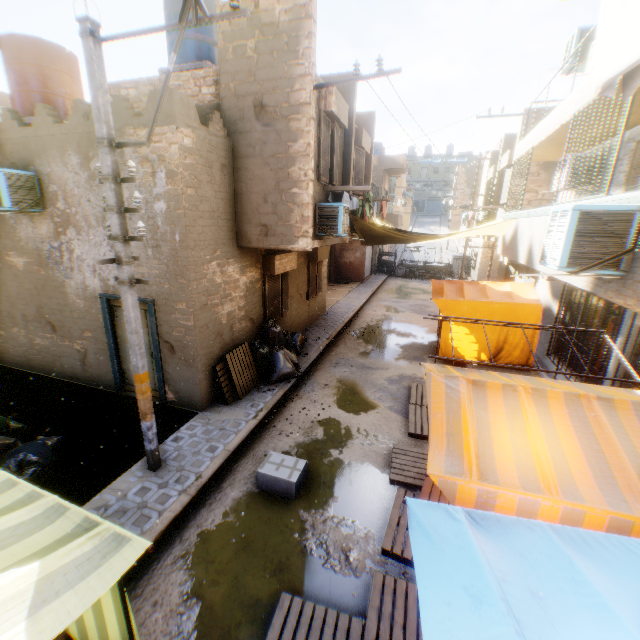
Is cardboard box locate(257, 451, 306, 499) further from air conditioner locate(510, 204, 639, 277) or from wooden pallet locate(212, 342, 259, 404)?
wooden pallet locate(212, 342, 259, 404)

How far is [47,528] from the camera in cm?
234

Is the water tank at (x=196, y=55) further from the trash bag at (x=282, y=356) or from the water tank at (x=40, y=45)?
the trash bag at (x=282, y=356)

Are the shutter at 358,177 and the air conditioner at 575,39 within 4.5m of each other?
yes

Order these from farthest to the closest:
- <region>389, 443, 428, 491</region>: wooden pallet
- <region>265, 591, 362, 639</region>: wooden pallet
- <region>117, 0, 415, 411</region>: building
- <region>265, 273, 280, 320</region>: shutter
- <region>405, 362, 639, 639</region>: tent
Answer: <region>265, 273, 280, 320</region>: shutter, <region>117, 0, 415, 411</region>: building, <region>389, 443, 428, 491</region>: wooden pallet, <region>265, 591, 362, 639</region>: wooden pallet, <region>405, 362, 639, 639</region>: tent

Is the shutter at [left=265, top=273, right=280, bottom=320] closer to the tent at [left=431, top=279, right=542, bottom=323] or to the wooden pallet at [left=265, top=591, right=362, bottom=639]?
the tent at [left=431, top=279, right=542, bottom=323]

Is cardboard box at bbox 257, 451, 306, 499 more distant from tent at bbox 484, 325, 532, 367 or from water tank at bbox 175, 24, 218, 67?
water tank at bbox 175, 24, 218, 67

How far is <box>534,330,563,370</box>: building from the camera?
9.2 meters
